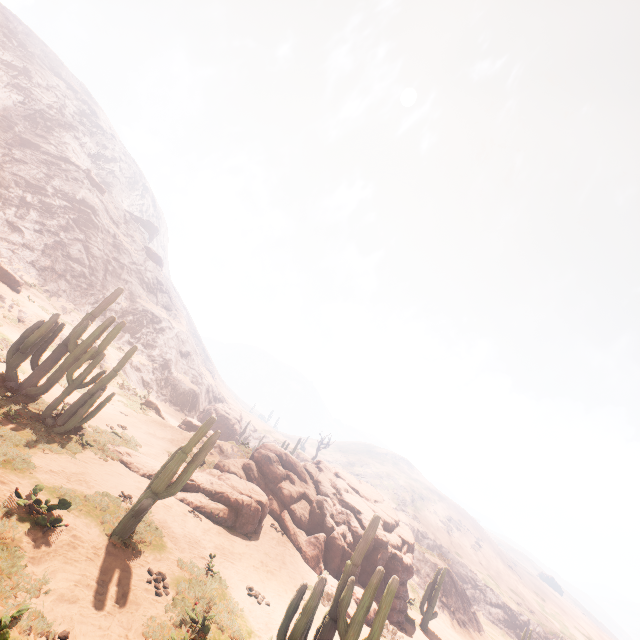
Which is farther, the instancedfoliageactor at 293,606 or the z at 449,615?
the z at 449,615

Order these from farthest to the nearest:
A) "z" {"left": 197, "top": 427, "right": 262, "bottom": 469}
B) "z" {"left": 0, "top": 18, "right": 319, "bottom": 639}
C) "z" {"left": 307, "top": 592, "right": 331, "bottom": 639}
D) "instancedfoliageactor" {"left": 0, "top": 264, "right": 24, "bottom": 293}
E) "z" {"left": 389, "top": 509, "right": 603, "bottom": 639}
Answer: "instancedfoliageactor" {"left": 0, "top": 264, "right": 24, "bottom": 293}, "z" {"left": 389, "top": 509, "right": 603, "bottom": 639}, "z" {"left": 197, "top": 427, "right": 262, "bottom": 469}, "z" {"left": 307, "top": 592, "right": 331, "bottom": 639}, "z" {"left": 0, "top": 18, "right": 319, "bottom": 639}

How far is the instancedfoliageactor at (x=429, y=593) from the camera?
19.0m

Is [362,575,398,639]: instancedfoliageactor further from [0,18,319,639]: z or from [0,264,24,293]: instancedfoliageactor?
[0,18,319,639]: z

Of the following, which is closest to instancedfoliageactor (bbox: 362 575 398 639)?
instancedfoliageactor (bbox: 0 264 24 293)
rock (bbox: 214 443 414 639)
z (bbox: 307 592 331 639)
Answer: z (bbox: 307 592 331 639)

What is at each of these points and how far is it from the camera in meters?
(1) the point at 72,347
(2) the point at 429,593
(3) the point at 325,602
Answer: (1) instancedfoliageactor, 13.5 m
(2) instancedfoliageactor, 19.8 m
(3) z, 12.6 m

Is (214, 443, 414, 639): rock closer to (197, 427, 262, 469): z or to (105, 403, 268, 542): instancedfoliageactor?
(105, 403, 268, 542): instancedfoliageactor

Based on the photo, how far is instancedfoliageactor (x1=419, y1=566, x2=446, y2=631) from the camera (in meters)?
18.97
